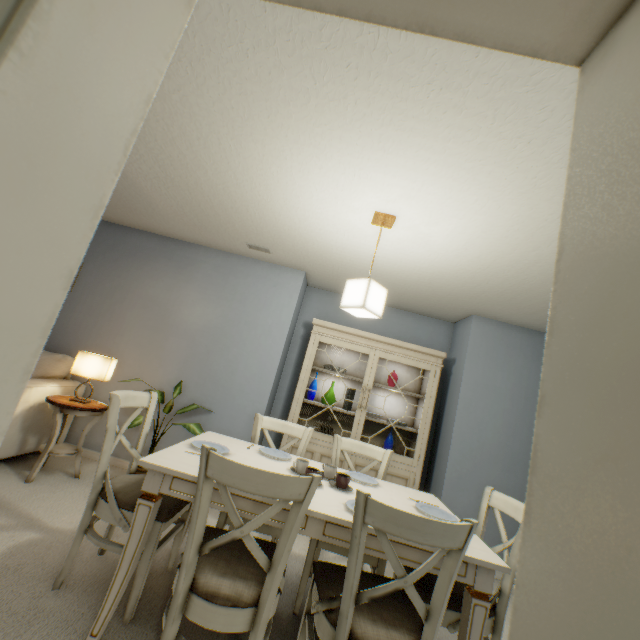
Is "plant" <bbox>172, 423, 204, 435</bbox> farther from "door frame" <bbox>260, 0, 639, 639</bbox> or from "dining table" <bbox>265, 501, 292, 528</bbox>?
"door frame" <bbox>260, 0, 639, 639</bbox>

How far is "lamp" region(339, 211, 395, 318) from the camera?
2.0 meters

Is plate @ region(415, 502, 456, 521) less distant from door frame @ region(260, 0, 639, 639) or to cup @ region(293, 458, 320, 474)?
cup @ region(293, 458, 320, 474)

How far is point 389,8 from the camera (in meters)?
0.68

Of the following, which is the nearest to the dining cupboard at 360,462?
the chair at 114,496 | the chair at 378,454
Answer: the chair at 378,454

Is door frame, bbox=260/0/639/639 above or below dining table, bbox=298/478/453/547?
above

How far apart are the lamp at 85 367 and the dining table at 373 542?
1.3m

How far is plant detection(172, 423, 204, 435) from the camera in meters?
2.7 m
